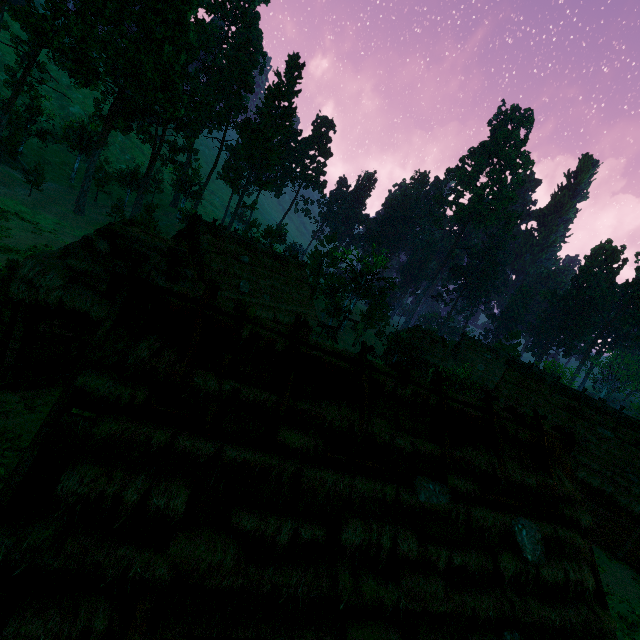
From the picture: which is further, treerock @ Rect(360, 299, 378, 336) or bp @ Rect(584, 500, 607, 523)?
treerock @ Rect(360, 299, 378, 336)

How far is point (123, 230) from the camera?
13.2 meters

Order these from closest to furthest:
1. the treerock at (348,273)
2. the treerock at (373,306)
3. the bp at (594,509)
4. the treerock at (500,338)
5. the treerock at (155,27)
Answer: the bp at (594,509) → the treerock at (155,27) → the treerock at (348,273) → the treerock at (500,338) → the treerock at (373,306)

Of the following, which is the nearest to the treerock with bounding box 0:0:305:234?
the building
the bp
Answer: the building

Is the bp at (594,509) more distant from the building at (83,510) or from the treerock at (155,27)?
the treerock at (155,27)

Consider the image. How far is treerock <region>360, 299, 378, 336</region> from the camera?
52.9 meters
